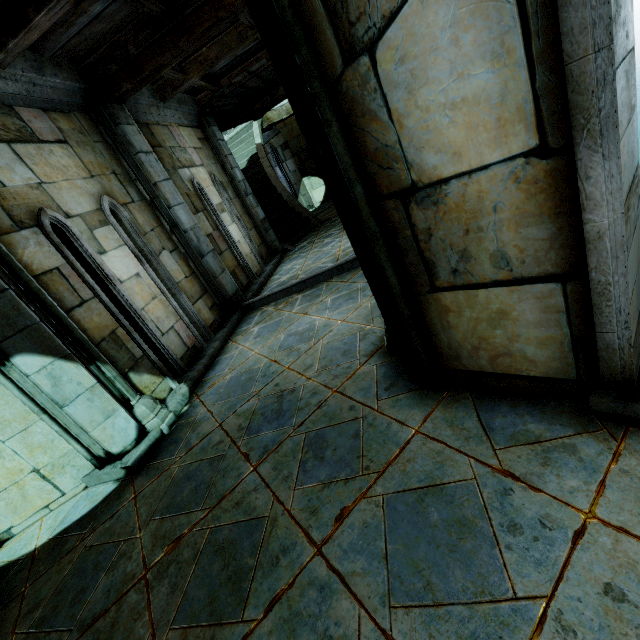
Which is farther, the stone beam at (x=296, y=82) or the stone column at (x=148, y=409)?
the stone column at (x=148, y=409)

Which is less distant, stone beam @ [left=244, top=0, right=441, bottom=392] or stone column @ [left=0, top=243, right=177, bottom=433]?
stone beam @ [left=244, top=0, right=441, bottom=392]

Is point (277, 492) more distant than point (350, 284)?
No
